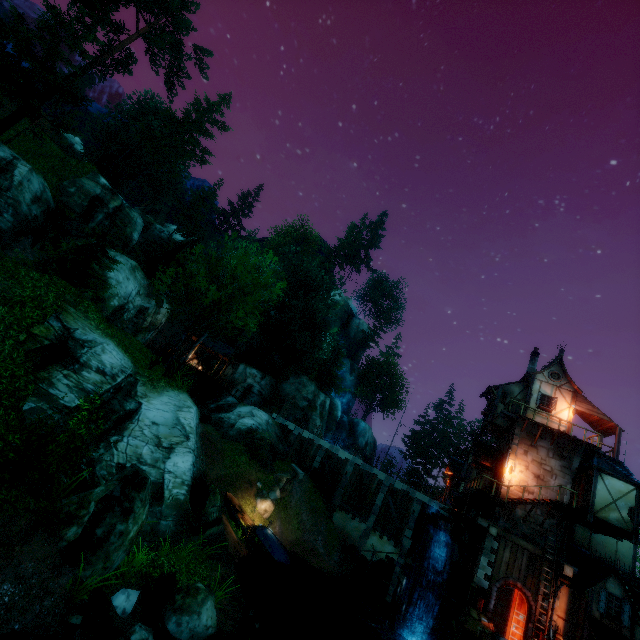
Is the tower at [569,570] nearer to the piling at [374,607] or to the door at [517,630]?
the door at [517,630]

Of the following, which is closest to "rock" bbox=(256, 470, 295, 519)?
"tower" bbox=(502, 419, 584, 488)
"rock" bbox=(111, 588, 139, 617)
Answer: "tower" bbox=(502, 419, 584, 488)

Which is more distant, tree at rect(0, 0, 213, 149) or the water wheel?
tree at rect(0, 0, 213, 149)

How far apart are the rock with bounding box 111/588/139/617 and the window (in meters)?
23.00

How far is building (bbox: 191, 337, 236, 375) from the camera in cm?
3822

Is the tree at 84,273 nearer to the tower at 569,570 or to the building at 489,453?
the building at 489,453

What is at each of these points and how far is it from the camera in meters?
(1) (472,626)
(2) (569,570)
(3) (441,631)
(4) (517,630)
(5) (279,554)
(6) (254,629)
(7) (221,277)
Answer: (1) box, 17.4
(2) tower, 18.3
(3) stone arch, 18.3
(4) door, 17.9
(5) boat, 20.5
(6) rock, 11.0
(7) tree, 17.4

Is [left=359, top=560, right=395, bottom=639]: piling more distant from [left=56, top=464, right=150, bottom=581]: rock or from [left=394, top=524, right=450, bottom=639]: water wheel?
[left=56, top=464, right=150, bottom=581]: rock
